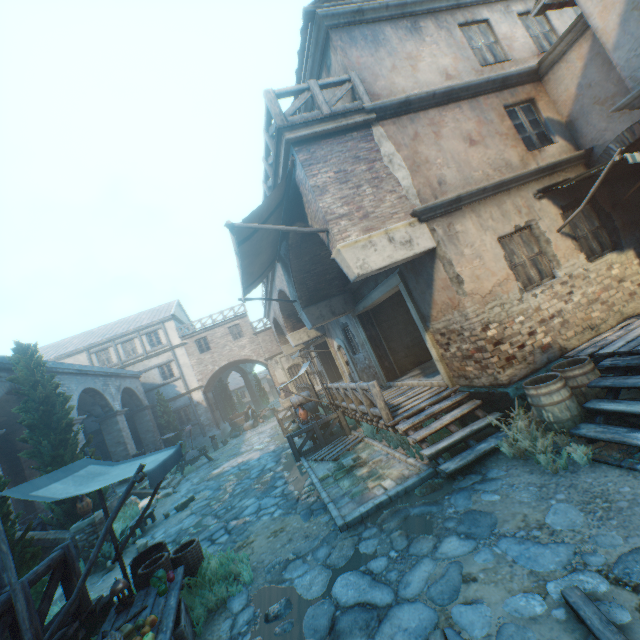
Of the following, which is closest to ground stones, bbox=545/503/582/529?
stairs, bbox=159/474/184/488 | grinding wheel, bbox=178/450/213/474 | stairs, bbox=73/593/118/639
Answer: stairs, bbox=73/593/118/639

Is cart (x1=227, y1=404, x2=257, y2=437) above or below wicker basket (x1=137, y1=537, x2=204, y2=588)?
above

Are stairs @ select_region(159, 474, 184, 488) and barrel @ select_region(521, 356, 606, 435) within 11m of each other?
no

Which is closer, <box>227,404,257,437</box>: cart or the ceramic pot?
the ceramic pot

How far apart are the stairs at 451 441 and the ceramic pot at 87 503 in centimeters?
950cm

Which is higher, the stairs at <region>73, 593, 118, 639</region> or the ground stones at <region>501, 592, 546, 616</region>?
the stairs at <region>73, 593, 118, 639</region>

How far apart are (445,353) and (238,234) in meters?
5.6 m

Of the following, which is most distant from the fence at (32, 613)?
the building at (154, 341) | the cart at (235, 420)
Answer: the cart at (235, 420)
